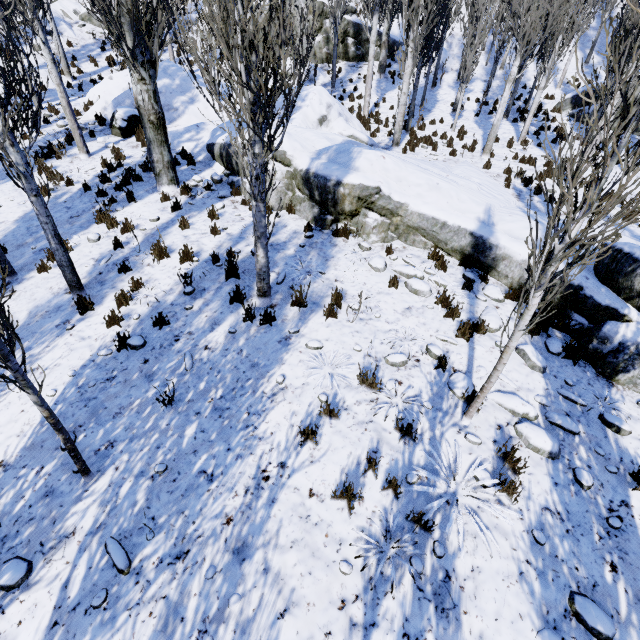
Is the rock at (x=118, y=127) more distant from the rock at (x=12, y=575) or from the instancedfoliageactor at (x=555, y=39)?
the rock at (x=12, y=575)

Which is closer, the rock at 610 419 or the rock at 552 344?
the rock at 610 419

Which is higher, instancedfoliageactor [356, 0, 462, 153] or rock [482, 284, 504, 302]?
instancedfoliageactor [356, 0, 462, 153]

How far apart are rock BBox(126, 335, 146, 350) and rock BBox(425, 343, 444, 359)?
4.94m

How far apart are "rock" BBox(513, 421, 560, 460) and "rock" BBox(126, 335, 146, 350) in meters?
5.8 m

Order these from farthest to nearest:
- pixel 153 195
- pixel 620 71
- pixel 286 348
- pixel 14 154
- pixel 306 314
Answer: pixel 153 195
pixel 306 314
pixel 286 348
pixel 14 154
pixel 620 71

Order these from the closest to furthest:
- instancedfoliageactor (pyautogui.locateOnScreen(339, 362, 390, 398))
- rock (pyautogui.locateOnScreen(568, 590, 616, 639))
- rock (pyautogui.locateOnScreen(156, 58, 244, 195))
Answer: rock (pyautogui.locateOnScreen(568, 590, 616, 639)) → instancedfoliageactor (pyautogui.locateOnScreen(339, 362, 390, 398)) → rock (pyautogui.locateOnScreen(156, 58, 244, 195))

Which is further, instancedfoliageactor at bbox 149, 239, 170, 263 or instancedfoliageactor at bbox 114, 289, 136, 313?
instancedfoliageactor at bbox 149, 239, 170, 263
